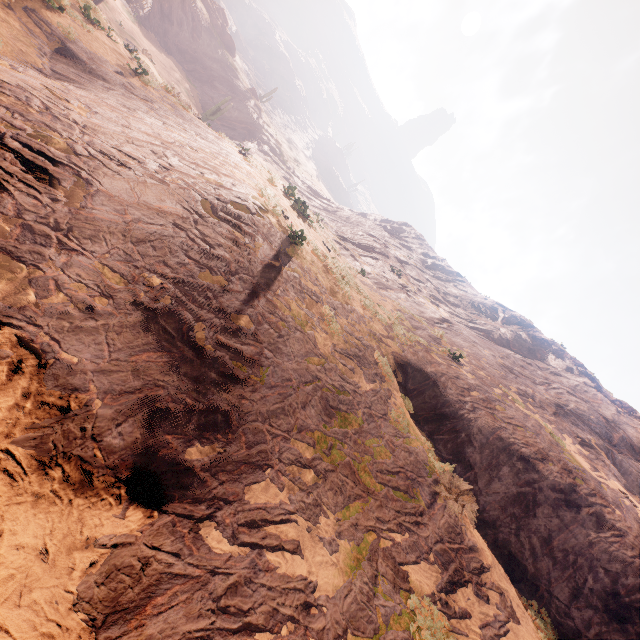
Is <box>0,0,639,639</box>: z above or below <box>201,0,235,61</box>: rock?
below

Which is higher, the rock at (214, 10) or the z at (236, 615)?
the rock at (214, 10)

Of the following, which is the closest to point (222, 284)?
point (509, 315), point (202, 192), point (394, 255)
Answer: point (202, 192)

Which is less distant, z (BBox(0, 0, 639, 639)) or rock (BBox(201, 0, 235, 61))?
z (BBox(0, 0, 639, 639))

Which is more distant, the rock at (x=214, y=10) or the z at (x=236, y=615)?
the rock at (x=214, y=10)
